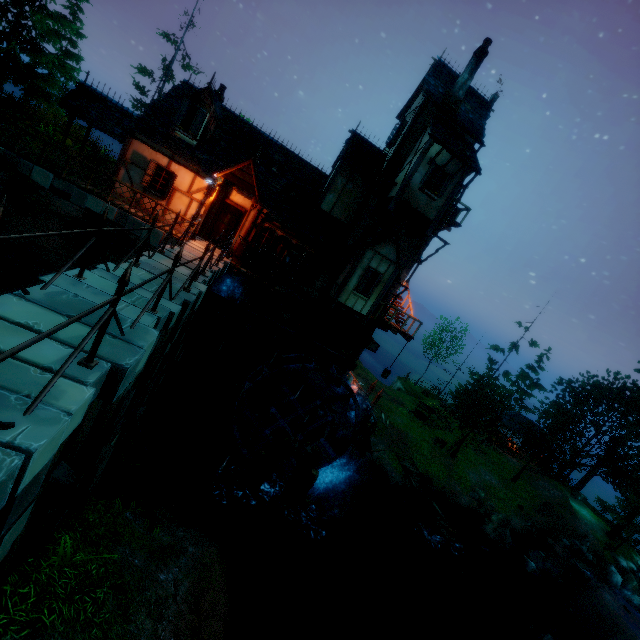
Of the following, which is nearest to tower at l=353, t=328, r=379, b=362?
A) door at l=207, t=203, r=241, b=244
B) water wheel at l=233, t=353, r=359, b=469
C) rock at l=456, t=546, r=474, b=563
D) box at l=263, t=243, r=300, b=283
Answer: water wheel at l=233, t=353, r=359, b=469

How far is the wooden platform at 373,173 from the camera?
15.4m

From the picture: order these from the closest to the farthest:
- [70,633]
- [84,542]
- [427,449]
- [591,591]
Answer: [70,633]
[84,542]
[591,591]
[427,449]

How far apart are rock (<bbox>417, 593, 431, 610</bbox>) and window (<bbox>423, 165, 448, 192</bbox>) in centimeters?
2040cm

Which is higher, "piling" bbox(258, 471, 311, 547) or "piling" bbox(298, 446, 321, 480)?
"piling" bbox(298, 446, 321, 480)

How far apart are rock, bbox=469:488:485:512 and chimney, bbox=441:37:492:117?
26.38m

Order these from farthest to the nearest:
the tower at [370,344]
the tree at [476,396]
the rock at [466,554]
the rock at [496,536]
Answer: the tree at [476,396] < the rock at [496,536] < the rock at [466,554] < the tower at [370,344]

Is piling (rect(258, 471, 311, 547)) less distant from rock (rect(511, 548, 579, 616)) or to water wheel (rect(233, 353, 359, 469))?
water wheel (rect(233, 353, 359, 469))
